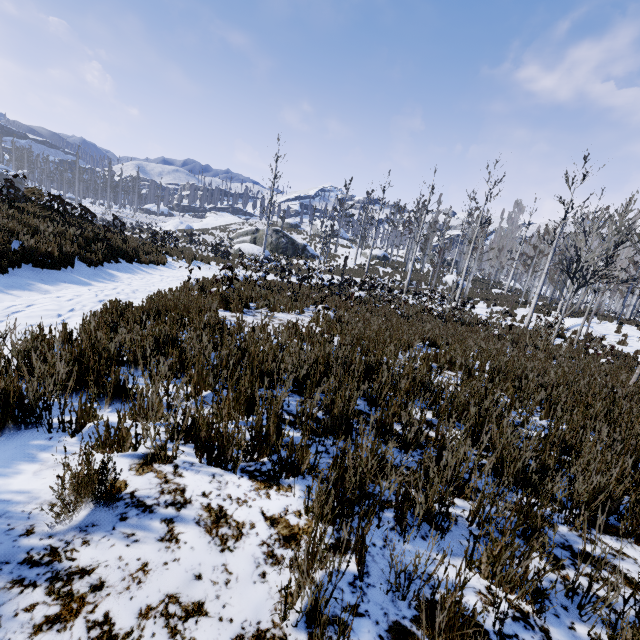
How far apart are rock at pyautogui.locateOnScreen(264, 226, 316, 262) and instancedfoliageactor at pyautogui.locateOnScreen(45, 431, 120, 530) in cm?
3563

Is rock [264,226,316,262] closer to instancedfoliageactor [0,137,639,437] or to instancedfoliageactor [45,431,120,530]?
instancedfoliageactor [0,137,639,437]

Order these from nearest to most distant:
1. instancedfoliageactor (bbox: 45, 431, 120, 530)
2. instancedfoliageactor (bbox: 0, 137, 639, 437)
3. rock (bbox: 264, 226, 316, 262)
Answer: instancedfoliageactor (bbox: 45, 431, 120, 530), instancedfoliageactor (bbox: 0, 137, 639, 437), rock (bbox: 264, 226, 316, 262)

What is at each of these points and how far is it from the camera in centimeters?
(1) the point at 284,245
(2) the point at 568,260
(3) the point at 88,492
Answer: (1) rock, 3641cm
(2) instancedfoliageactor, 4538cm
(3) instancedfoliageactor, 165cm

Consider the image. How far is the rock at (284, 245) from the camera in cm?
3628

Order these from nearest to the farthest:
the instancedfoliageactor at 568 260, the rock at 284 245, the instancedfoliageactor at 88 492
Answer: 1. the instancedfoliageactor at 88 492
2. the instancedfoliageactor at 568 260
3. the rock at 284 245

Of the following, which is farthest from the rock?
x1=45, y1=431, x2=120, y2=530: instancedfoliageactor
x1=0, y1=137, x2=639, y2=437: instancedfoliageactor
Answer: x1=45, y1=431, x2=120, y2=530: instancedfoliageactor
